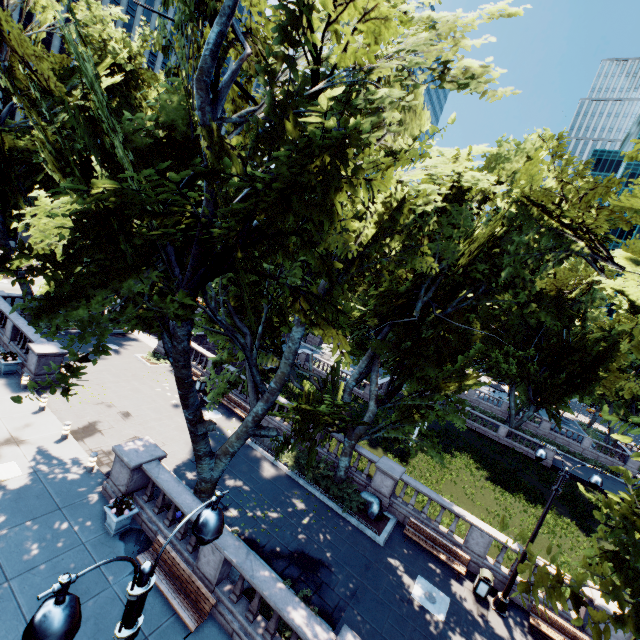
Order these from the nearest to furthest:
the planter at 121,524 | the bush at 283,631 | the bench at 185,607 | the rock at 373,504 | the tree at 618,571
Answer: the tree at 618,571 < the bench at 185,607 < the bush at 283,631 < the planter at 121,524 < the rock at 373,504

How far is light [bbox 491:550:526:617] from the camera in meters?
13.5 m

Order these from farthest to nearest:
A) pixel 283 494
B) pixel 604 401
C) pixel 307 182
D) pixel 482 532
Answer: pixel 604 401 < pixel 283 494 < pixel 482 532 < pixel 307 182

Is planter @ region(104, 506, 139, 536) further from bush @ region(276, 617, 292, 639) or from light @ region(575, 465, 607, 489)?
light @ region(575, 465, 607, 489)

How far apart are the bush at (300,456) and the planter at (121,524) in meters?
8.9 m

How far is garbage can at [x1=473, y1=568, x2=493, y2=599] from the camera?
13.91m

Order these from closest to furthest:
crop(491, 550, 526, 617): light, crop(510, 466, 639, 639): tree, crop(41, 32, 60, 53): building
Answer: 1. crop(510, 466, 639, 639): tree
2. crop(491, 550, 526, 617): light
3. crop(41, 32, 60, 53): building
